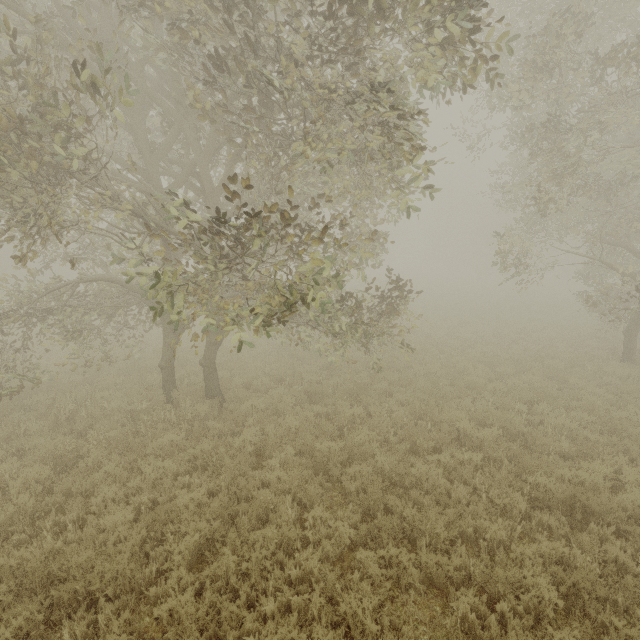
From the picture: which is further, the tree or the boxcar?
the boxcar

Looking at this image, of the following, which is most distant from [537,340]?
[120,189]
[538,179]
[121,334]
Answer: [121,334]

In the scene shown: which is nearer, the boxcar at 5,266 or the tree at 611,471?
the tree at 611,471
